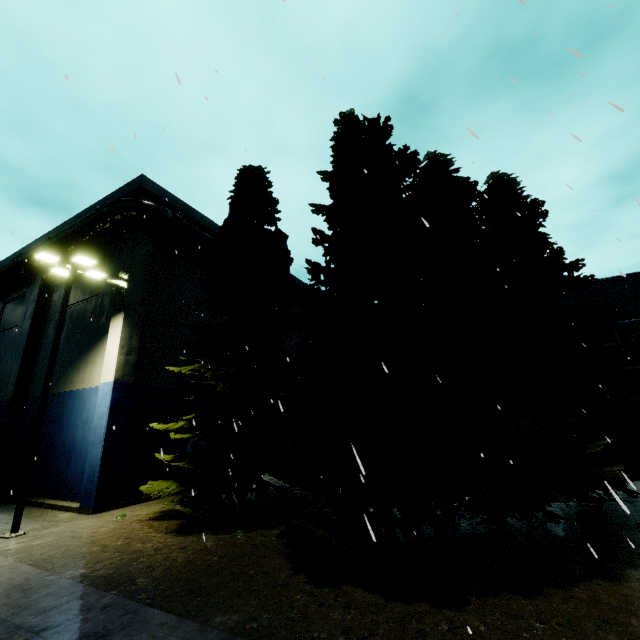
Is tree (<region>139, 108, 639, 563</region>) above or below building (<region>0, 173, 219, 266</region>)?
below

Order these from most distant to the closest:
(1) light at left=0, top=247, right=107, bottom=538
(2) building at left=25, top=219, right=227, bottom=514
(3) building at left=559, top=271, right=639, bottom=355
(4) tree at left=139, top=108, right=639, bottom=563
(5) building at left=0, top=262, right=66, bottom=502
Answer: (5) building at left=0, top=262, right=66, bottom=502
(3) building at left=559, top=271, right=639, bottom=355
(2) building at left=25, top=219, right=227, bottom=514
(1) light at left=0, top=247, right=107, bottom=538
(4) tree at left=139, top=108, right=639, bottom=563

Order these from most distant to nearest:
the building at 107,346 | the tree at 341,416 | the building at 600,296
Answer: the building at 600,296
the building at 107,346
the tree at 341,416

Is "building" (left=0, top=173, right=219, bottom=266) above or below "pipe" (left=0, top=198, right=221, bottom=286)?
above

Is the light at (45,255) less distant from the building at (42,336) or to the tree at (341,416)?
the building at (42,336)

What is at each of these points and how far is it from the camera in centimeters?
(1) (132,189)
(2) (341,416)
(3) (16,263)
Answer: (1) building, 1691cm
(2) tree, 930cm
(3) pipe, 2077cm

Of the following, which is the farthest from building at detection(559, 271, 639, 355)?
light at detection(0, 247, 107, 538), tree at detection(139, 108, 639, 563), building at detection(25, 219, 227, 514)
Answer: light at detection(0, 247, 107, 538)

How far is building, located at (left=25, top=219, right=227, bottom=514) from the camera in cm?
1402
